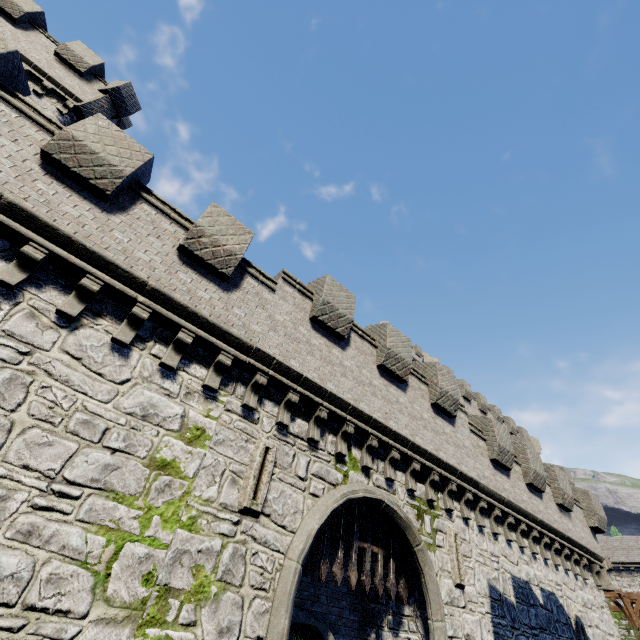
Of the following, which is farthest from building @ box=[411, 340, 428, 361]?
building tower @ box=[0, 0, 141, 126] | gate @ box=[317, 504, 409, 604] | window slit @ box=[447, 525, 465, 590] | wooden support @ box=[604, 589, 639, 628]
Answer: building tower @ box=[0, 0, 141, 126]

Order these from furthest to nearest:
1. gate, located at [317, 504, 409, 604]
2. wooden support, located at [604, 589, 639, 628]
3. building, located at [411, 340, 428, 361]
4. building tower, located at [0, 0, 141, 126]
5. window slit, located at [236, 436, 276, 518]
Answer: building, located at [411, 340, 428, 361] < wooden support, located at [604, 589, 639, 628] < building tower, located at [0, 0, 141, 126] < gate, located at [317, 504, 409, 604] < window slit, located at [236, 436, 276, 518]

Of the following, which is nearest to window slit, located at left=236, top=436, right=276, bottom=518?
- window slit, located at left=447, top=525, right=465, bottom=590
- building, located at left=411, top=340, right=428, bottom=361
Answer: window slit, located at left=447, top=525, right=465, bottom=590

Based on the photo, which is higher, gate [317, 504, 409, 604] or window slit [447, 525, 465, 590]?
window slit [447, 525, 465, 590]

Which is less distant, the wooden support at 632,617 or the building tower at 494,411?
the wooden support at 632,617

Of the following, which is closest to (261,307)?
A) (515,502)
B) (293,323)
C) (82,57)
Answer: (293,323)

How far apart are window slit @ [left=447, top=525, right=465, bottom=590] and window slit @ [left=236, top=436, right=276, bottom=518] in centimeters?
672cm

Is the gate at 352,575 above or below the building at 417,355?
below
